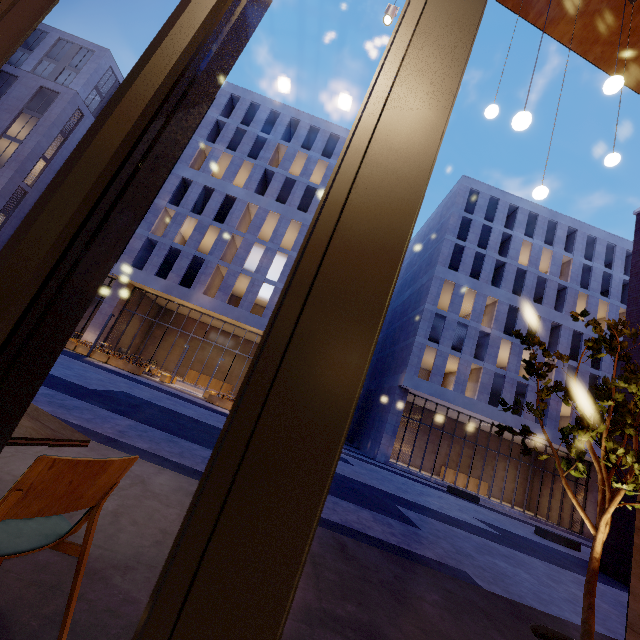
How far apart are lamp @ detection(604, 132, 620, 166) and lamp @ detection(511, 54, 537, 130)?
2.2m

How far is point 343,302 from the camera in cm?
78

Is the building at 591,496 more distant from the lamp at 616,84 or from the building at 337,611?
the lamp at 616,84

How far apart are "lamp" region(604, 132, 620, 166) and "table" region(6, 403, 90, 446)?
7.21m

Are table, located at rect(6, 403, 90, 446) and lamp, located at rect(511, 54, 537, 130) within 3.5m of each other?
no

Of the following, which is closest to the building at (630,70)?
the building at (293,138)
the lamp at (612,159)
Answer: the lamp at (612,159)

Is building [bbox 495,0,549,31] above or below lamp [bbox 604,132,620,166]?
above

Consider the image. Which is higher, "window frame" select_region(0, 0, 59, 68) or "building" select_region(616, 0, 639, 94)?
"building" select_region(616, 0, 639, 94)
